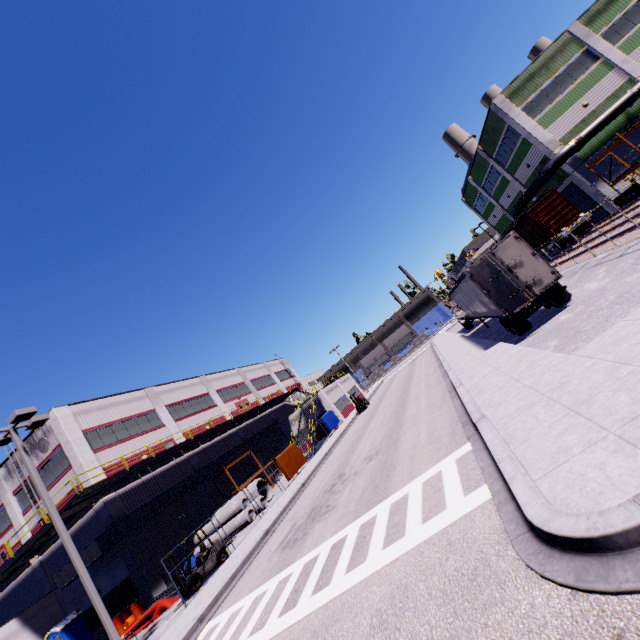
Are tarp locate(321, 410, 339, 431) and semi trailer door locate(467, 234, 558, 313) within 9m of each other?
no

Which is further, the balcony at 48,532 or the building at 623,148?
the building at 623,148

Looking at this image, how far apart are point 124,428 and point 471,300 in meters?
28.5

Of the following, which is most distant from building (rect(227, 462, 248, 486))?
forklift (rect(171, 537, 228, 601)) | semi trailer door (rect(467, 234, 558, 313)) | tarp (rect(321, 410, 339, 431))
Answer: semi trailer door (rect(467, 234, 558, 313))

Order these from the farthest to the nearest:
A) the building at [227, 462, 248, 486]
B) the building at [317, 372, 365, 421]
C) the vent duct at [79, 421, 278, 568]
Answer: the building at [317, 372, 365, 421] → the building at [227, 462, 248, 486] → the vent duct at [79, 421, 278, 568]

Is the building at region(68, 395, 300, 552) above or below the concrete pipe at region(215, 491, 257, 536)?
above

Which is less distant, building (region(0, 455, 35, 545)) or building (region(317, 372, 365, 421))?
building (region(0, 455, 35, 545))

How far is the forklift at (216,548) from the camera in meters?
15.4 m
